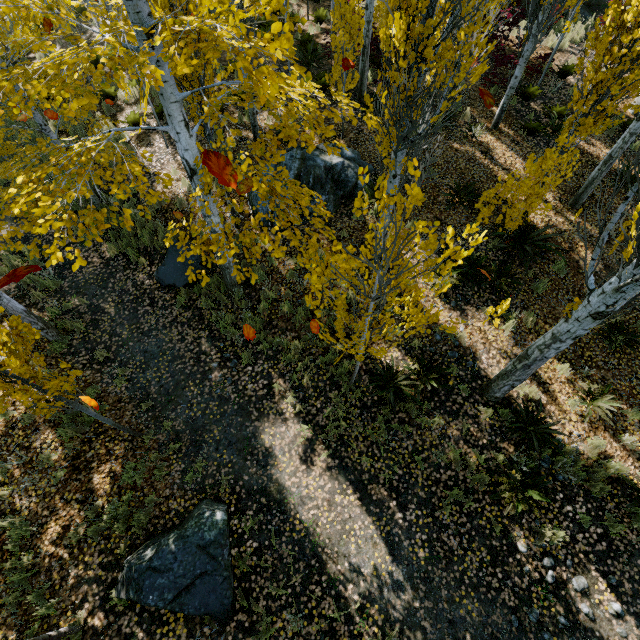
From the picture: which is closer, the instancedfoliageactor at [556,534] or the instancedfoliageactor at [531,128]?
the instancedfoliageactor at [556,534]

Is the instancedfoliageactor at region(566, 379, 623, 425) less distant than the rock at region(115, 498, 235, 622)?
No

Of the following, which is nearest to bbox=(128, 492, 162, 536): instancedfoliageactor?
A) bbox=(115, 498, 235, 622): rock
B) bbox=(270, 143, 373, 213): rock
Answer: bbox=(270, 143, 373, 213): rock

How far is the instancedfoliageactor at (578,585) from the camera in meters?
5.3

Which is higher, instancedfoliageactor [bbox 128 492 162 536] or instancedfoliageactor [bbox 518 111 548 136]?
instancedfoliageactor [bbox 518 111 548 136]

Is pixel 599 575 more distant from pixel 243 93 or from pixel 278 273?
pixel 243 93
